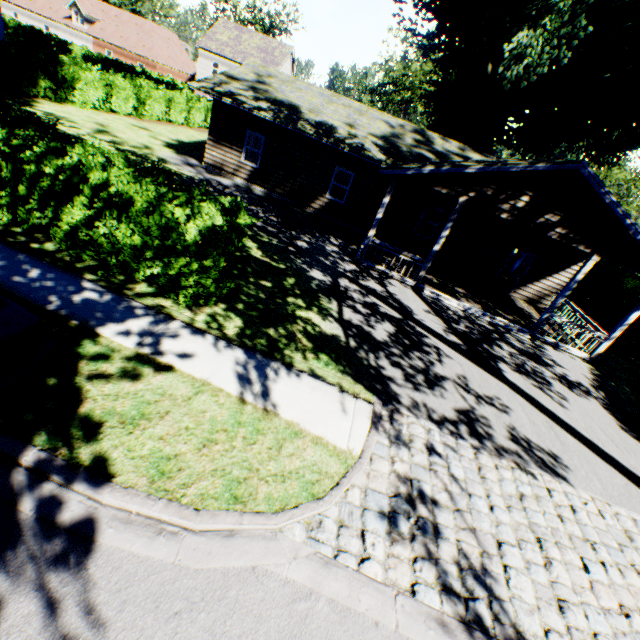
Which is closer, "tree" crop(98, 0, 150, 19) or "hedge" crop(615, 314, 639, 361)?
"hedge" crop(615, 314, 639, 361)

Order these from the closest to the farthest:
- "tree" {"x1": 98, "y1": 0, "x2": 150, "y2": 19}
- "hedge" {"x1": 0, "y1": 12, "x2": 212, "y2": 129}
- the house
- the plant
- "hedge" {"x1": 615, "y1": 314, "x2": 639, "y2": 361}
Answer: the house
"hedge" {"x1": 615, "y1": 314, "x2": 639, "y2": 361}
the plant
"hedge" {"x1": 0, "y1": 12, "x2": 212, "y2": 129}
"tree" {"x1": 98, "y1": 0, "x2": 150, "y2": 19}

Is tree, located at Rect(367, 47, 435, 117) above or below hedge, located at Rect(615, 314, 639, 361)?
above

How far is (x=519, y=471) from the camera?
6.2 meters

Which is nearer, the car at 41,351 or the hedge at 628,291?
the car at 41,351

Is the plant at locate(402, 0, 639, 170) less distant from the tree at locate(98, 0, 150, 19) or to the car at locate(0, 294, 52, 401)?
the tree at locate(98, 0, 150, 19)

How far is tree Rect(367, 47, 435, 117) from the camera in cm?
4552

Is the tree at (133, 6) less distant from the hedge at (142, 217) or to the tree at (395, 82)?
the hedge at (142, 217)
